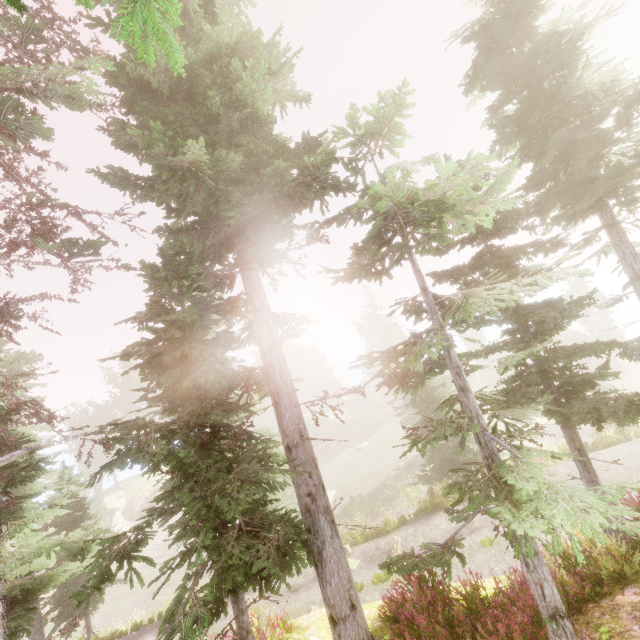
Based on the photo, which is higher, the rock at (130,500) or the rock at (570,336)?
the rock at (570,336)

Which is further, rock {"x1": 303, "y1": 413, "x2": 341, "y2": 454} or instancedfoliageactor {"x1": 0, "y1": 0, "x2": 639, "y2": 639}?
rock {"x1": 303, "y1": 413, "x2": 341, "y2": 454}

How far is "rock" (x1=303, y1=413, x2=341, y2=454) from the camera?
48.2 meters

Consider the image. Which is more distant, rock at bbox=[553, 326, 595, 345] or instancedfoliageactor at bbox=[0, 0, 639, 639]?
rock at bbox=[553, 326, 595, 345]

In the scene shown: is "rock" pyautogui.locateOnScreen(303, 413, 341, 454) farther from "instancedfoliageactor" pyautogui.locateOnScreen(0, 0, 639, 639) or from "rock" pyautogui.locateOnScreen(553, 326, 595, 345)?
"rock" pyautogui.locateOnScreen(553, 326, 595, 345)

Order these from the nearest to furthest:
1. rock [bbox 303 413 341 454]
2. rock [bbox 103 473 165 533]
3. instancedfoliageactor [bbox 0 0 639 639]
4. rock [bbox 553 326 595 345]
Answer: instancedfoliageactor [bbox 0 0 639 639] → rock [bbox 103 473 165 533] → rock [bbox 553 326 595 345] → rock [bbox 303 413 341 454]

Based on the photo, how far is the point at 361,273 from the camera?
4.6 meters

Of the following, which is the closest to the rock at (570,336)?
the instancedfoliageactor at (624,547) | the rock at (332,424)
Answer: the instancedfoliageactor at (624,547)
